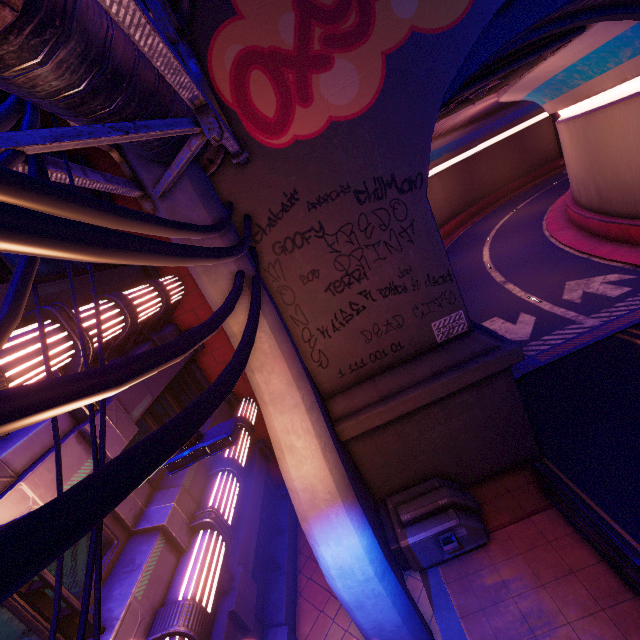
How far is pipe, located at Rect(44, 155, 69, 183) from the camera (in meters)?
3.68

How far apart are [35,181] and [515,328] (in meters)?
18.72

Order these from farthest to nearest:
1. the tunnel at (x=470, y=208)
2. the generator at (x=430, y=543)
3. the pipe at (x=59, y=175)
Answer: the tunnel at (x=470, y=208) → the generator at (x=430, y=543) → the pipe at (x=59, y=175)

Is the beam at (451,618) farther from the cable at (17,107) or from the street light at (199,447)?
the street light at (199,447)

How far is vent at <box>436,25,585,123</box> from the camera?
11.89m

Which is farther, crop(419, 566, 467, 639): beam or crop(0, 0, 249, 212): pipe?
crop(419, 566, 467, 639): beam

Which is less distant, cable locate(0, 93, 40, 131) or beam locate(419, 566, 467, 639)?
cable locate(0, 93, 40, 131)

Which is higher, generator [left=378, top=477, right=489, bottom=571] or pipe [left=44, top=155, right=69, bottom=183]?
pipe [left=44, top=155, right=69, bottom=183]
